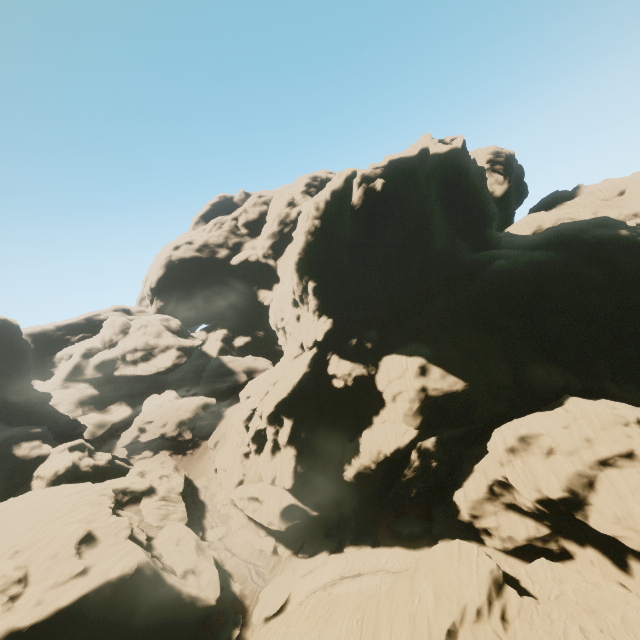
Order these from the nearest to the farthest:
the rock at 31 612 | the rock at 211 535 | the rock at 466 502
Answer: the rock at 466 502
the rock at 31 612
the rock at 211 535

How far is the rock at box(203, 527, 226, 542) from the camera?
41.41m

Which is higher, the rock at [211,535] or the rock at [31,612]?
the rock at [31,612]

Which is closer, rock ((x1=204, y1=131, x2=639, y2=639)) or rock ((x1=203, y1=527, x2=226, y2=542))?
rock ((x1=204, y1=131, x2=639, y2=639))

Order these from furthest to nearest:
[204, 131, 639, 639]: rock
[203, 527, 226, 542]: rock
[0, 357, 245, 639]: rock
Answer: [203, 527, 226, 542]: rock, [0, 357, 245, 639]: rock, [204, 131, 639, 639]: rock

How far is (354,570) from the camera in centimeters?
3300cm
